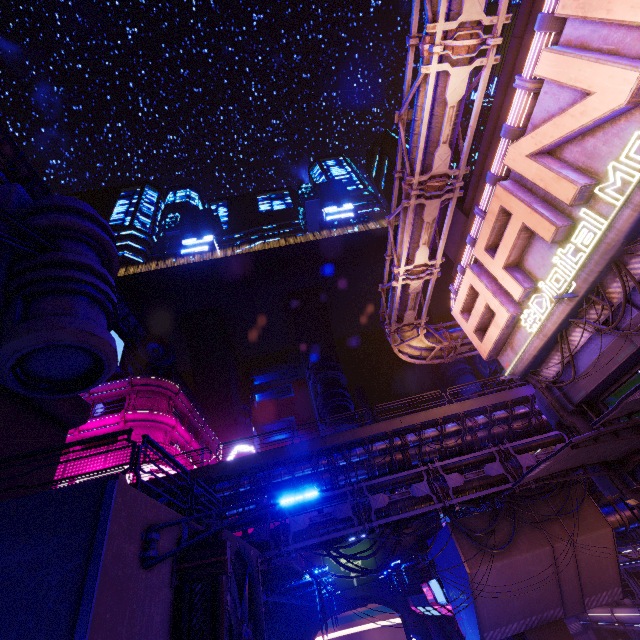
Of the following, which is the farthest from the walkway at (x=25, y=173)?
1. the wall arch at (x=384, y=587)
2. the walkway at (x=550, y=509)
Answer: the wall arch at (x=384, y=587)

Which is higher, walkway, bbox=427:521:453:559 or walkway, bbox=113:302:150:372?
walkway, bbox=113:302:150:372

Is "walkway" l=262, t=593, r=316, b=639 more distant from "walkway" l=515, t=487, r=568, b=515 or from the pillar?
the pillar

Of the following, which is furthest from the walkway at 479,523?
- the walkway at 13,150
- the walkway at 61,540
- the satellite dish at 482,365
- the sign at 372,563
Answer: the satellite dish at 482,365

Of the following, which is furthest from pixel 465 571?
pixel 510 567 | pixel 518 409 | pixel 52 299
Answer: pixel 52 299

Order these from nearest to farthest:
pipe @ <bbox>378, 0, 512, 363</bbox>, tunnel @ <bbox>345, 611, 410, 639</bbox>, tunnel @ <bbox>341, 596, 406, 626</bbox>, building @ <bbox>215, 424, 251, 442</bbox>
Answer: pipe @ <bbox>378, 0, 512, 363</bbox> < tunnel @ <bbox>341, 596, 406, 626</bbox> < tunnel @ <bbox>345, 611, 410, 639</bbox> < building @ <bbox>215, 424, 251, 442</bbox>

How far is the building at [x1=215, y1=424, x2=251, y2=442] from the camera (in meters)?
57.81

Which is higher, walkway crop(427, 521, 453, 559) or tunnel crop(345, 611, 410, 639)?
walkway crop(427, 521, 453, 559)
